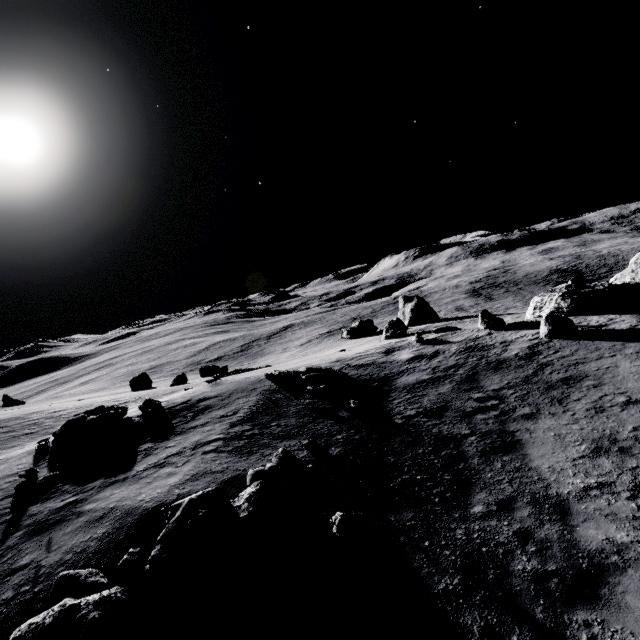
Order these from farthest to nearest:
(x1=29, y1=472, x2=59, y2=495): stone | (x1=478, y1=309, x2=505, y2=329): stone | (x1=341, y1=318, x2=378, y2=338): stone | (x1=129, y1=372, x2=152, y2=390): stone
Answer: (x1=341, y1=318, x2=378, y2=338): stone
(x1=129, y1=372, x2=152, y2=390): stone
(x1=478, y1=309, x2=505, y2=329): stone
(x1=29, y1=472, x2=59, y2=495): stone

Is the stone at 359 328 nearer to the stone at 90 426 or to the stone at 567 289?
the stone at 567 289

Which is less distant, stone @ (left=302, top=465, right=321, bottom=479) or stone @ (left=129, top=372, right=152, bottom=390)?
stone @ (left=302, top=465, right=321, bottom=479)

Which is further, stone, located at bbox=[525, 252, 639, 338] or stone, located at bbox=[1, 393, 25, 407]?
stone, located at bbox=[1, 393, 25, 407]

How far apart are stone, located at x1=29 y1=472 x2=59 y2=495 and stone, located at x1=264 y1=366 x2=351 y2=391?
10.2m

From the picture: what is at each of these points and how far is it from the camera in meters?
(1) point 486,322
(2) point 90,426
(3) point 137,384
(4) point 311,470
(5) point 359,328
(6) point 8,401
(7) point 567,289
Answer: (1) stone, 22.5 m
(2) stone, 14.0 m
(3) stone, 39.5 m
(4) stone, 9.0 m
(5) stone, 47.4 m
(6) stone, 32.6 m
(7) stone, 25.2 m

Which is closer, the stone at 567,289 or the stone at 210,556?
the stone at 210,556

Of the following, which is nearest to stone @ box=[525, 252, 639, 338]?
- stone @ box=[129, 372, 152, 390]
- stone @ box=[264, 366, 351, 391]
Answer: stone @ box=[264, 366, 351, 391]
